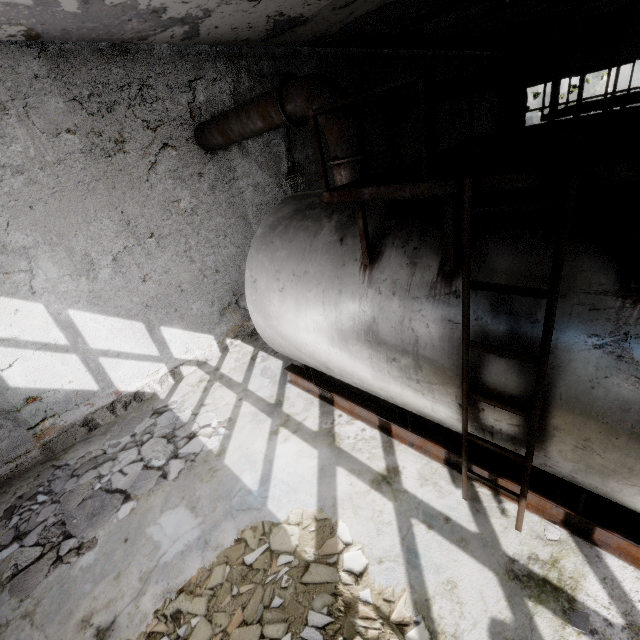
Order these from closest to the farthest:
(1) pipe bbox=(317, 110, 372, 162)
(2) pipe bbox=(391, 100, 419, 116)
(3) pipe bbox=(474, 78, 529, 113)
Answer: (1) pipe bbox=(317, 110, 372, 162)
(3) pipe bbox=(474, 78, 529, 113)
(2) pipe bbox=(391, 100, 419, 116)

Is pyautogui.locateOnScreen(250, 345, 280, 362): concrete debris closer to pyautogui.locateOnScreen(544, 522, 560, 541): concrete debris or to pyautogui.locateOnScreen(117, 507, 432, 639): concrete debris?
pyautogui.locateOnScreen(117, 507, 432, 639): concrete debris

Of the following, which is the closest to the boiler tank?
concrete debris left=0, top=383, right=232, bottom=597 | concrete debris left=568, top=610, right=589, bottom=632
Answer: concrete debris left=568, top=610, right=589, bottom=632

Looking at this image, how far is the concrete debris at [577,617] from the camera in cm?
300

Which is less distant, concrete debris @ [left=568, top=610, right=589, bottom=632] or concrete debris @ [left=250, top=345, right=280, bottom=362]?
concrete debris @ [left=568, top=610, right=589, bottom=632]

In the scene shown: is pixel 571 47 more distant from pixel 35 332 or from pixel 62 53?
pixel 35 332

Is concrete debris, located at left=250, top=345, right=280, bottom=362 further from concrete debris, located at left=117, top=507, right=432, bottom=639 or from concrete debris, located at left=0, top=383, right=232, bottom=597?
concrete debris, located at left=117, top=507, right=432, bottom=639

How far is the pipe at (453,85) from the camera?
9.0 meters
